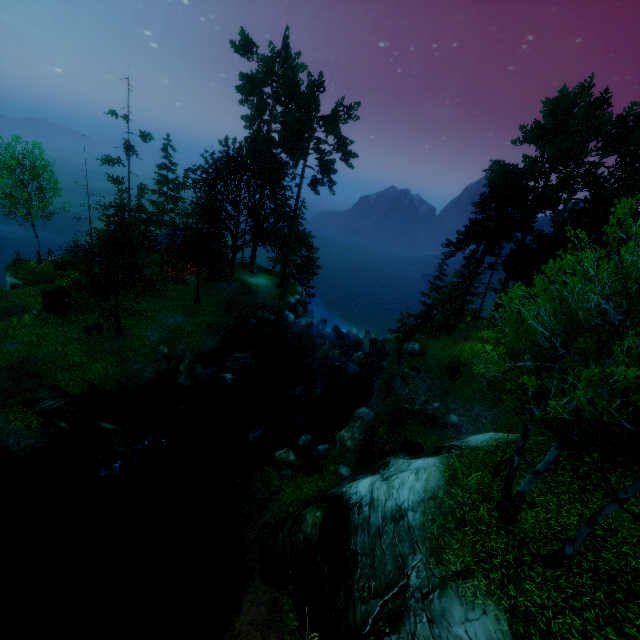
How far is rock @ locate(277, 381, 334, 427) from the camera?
21.3m

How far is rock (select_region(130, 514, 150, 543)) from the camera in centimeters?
1438cm

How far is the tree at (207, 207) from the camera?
26.9m

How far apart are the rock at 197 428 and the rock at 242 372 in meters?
4.8 m

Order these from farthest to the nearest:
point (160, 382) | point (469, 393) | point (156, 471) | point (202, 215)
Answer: point (202, 215) → point (469, 393) → point (160, 382) → point (156, 471)

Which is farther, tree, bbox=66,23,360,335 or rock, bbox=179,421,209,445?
tree, bbox=66,23,360,335

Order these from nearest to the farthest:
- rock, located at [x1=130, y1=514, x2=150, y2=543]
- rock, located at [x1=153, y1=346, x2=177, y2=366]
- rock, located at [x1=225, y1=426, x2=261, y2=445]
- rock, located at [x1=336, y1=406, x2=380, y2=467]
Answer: rock, located at [x1=130, y1=514, x2=150, y2=543], rock, located at [x1=336, y1=406, x2=380, y2=467], rock, located at [x1=225, y1=426, x2=261, y2=445], rock, located at [x1=153, y1=346, x2=177, y2=366]

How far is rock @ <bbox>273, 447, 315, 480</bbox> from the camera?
16.0m
